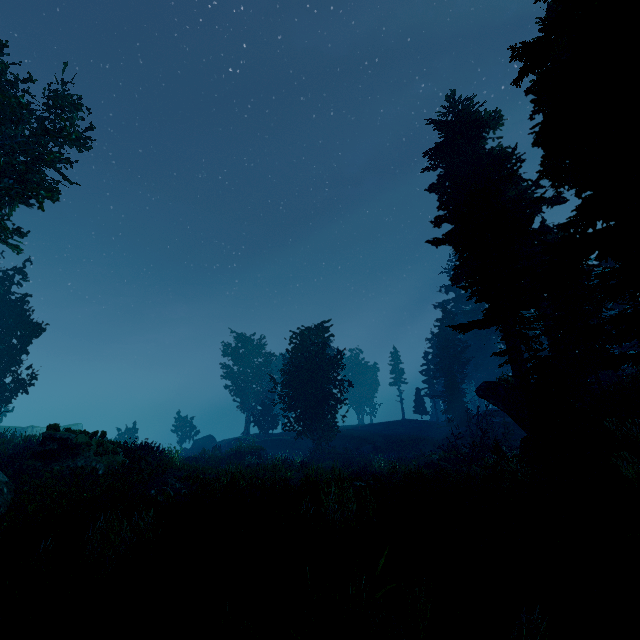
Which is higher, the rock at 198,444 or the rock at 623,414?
the rock at 623,414

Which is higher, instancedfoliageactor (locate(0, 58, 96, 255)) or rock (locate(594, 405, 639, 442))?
instancedfoliageactor (locate(0, 58, 96, 255))

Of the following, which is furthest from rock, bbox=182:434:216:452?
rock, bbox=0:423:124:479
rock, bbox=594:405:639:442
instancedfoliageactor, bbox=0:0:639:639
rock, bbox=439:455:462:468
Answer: rock, bbox=594:405:639:442

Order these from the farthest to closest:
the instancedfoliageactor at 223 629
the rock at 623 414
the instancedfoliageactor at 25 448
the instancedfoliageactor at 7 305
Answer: the instancedfoliageactor at 7 305 < the instancedfoliageactor at 25 448 < the rock at 623 414 < the instancedfoliageactor at 223 629

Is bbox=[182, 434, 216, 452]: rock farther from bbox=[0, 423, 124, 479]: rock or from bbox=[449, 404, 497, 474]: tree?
bbox=[449, 404, 497, 474]: tree

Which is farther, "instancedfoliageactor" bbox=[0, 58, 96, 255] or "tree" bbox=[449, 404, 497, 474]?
"tree" bbox=[449, 404, 497, 474]

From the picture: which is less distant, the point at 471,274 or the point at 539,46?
the point at 539,46

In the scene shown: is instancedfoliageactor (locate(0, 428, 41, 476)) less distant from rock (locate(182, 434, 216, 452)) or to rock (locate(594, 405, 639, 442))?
rock (locate(594, 405, 639, 442))
